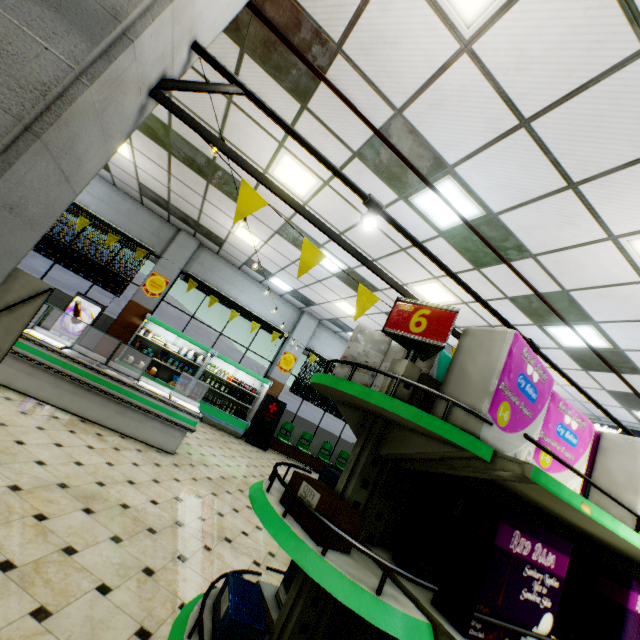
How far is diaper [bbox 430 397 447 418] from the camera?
1.4m

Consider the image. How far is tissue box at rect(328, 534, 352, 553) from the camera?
1.18m

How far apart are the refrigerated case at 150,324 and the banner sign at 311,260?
8.54m

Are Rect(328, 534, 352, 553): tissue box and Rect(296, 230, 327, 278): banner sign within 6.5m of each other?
yes

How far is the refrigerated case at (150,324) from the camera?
9.8m

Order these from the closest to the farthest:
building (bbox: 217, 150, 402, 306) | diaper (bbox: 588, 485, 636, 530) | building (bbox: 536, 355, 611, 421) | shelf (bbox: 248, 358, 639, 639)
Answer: shelf (bbox: 248, 358, 639, 639) < diaper (bbox: 588, 485, 636, 530) < building (bbox: 217, 150, 402, 306) < building (bbox: 536, 355, 611, 421)

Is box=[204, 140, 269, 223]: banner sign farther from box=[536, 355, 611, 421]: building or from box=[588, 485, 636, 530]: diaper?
box=[588, 485, 636, 530]: diaper

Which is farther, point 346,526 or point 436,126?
point 436,126
